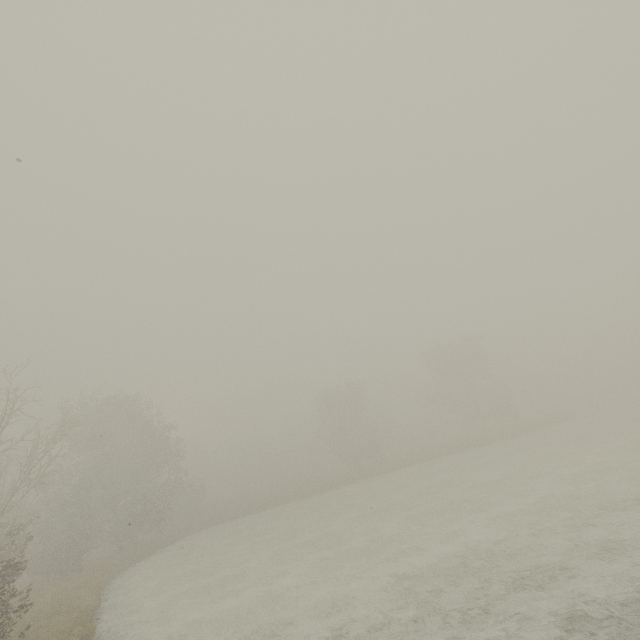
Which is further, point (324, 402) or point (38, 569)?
point (324, 402)
